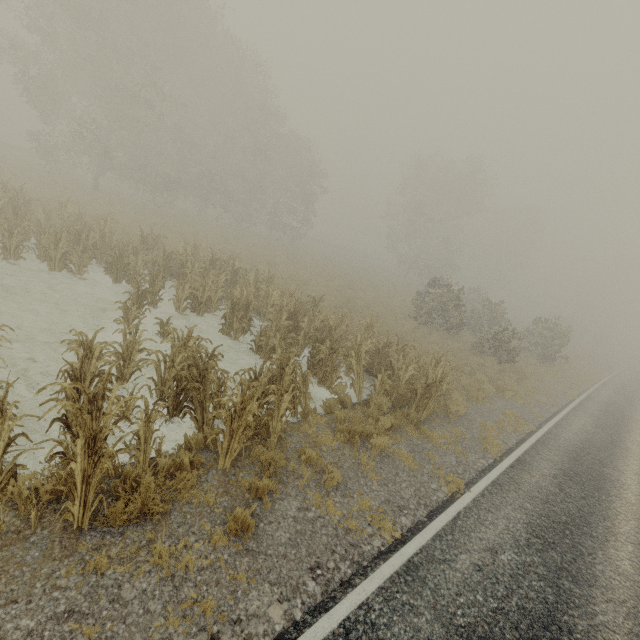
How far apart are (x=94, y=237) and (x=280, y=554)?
13.3 meters
